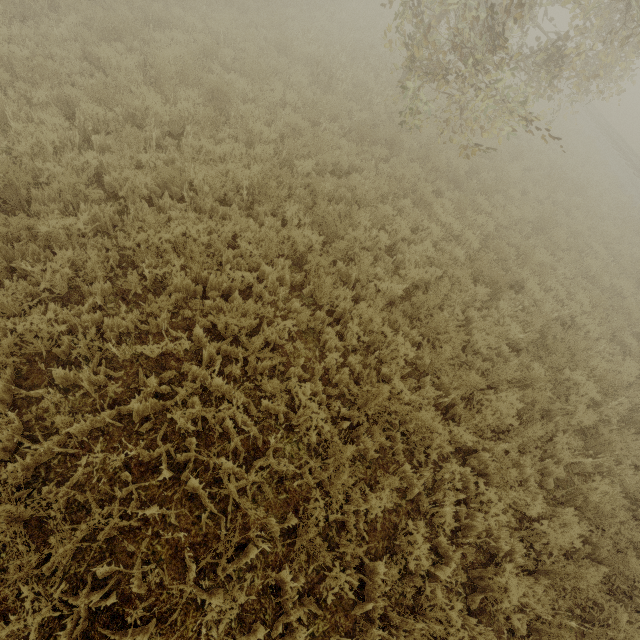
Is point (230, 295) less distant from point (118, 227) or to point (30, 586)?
point (118, 227)
